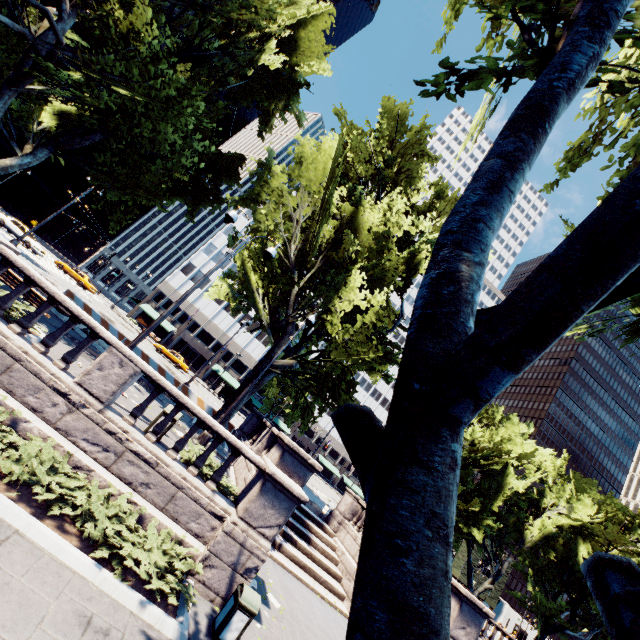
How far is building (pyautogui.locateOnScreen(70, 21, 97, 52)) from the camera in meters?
55.3 m

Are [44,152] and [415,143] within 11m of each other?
no

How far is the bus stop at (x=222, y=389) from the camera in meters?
50.7

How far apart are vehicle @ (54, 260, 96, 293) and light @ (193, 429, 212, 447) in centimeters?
3472cm

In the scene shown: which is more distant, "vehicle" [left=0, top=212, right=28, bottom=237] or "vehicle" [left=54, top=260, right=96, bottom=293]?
"vehicle" [left=54, top=260, right=96, bottom=293]

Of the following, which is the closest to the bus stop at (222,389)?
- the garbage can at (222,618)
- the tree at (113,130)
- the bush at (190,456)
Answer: the tree at (113,130)

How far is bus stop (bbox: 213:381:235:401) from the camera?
50.72m

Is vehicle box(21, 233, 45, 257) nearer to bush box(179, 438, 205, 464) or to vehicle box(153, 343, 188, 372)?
vehicle box(153, 343, 188, 372)
